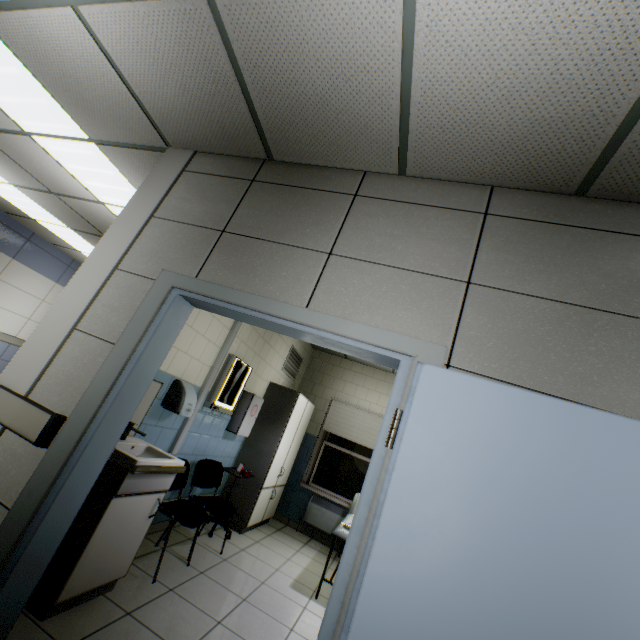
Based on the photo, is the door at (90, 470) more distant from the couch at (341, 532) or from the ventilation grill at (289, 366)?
the ventilation grill at (289, 366)

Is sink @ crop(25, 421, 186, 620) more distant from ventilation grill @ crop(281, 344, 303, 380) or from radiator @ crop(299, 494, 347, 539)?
radiator @ crop(299, 494, 347, 539)

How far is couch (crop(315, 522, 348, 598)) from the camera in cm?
361

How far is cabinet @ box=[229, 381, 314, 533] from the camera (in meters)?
4.64

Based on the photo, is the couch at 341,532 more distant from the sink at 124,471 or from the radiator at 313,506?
the sink at 124,471

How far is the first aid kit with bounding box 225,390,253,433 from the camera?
4.4 meters

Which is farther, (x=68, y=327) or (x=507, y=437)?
(x=68, y=327)

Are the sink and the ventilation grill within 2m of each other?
no
